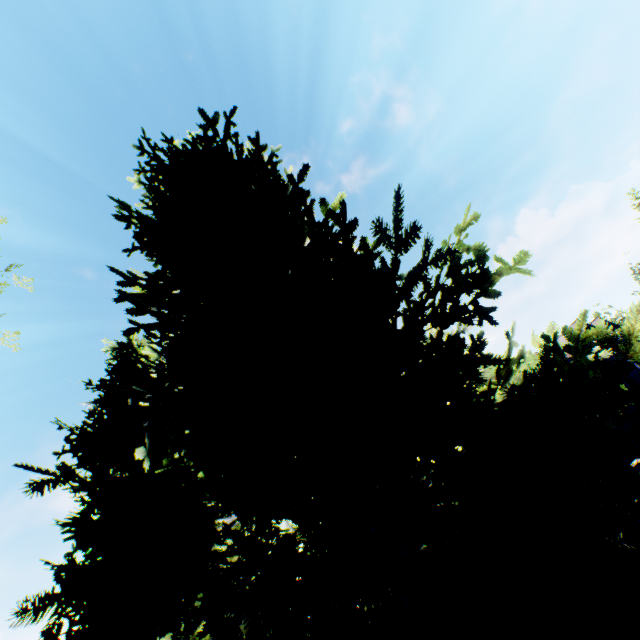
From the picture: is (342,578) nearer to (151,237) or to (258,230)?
(258,230)
